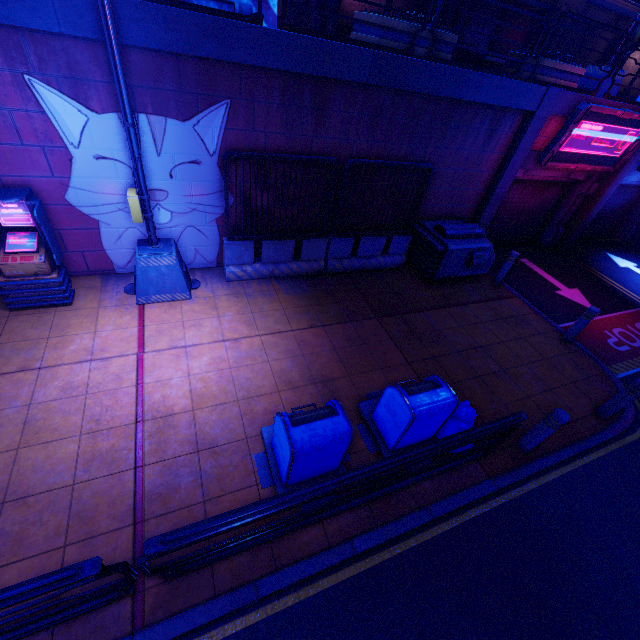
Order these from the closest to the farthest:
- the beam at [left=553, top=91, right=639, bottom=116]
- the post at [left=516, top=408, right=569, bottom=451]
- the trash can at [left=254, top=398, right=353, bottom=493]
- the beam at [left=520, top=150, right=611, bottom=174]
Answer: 1. the trash can at [left=254, top=398, right=353, bottom=493]
2. the post at [left=516, top=408, right=569, bottom=451]
3. the beam at [left=553, top=91, right=639, bottom=116]
4. the beam at [left=520, top=150, right=611, bottom=174]

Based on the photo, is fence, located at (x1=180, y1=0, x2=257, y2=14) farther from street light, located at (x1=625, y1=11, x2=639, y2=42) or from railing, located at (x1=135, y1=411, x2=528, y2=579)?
street light, located at (x1=625, y1=11, x2=639, y2=42)

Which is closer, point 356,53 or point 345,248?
point 356,53

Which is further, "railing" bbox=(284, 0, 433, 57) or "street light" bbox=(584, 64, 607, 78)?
"street light" bbox=(584, 64, 607, 78)

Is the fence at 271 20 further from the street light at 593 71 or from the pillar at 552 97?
the street light at 593 71

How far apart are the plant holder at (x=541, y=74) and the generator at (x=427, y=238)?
3.2 meters

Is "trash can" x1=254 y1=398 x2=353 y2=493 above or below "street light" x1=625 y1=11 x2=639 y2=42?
below

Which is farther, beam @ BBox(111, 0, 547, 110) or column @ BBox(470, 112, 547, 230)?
column @ BBox(470, 112, 547, 230)
